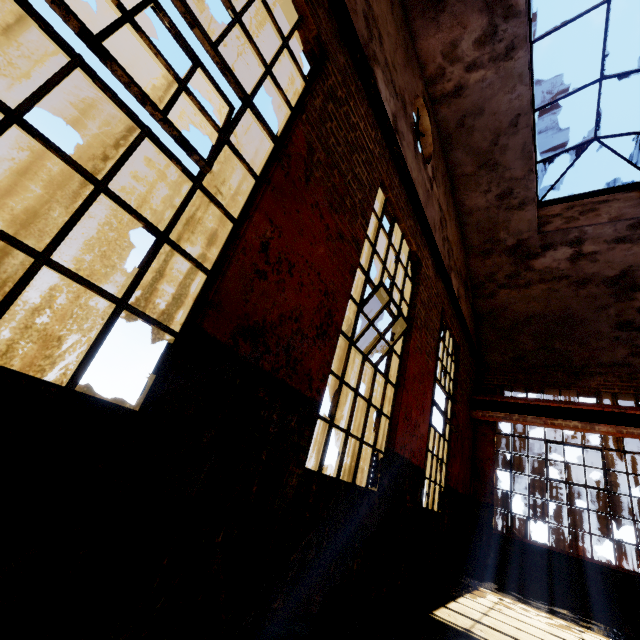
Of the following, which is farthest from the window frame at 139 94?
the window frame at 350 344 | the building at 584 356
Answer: the building at 584 356

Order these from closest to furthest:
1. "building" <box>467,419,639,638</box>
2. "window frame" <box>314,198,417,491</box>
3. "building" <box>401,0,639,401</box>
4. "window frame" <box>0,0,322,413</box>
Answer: "window frame" <box>0,0,322,413</box> → "window frame" <box>314,198,417,491</box> → "building" <box>401,0,639,401</box> → "building" <box>467,419,639,638</box>

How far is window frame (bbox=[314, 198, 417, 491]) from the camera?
3.2 meters

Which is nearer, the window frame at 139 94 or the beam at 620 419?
the window frame at 139 94

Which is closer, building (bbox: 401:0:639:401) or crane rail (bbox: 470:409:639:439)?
building (bbox: 401:0:639:401)

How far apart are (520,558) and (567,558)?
0.9m

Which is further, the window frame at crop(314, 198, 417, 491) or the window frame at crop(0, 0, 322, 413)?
the window frame at crop(314, 198, 417, 491)

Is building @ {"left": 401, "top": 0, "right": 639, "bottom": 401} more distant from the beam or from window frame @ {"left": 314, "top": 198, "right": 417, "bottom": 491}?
window frame @ {"left": 314, "top": 198, "right": 417, "bottom": 491}
